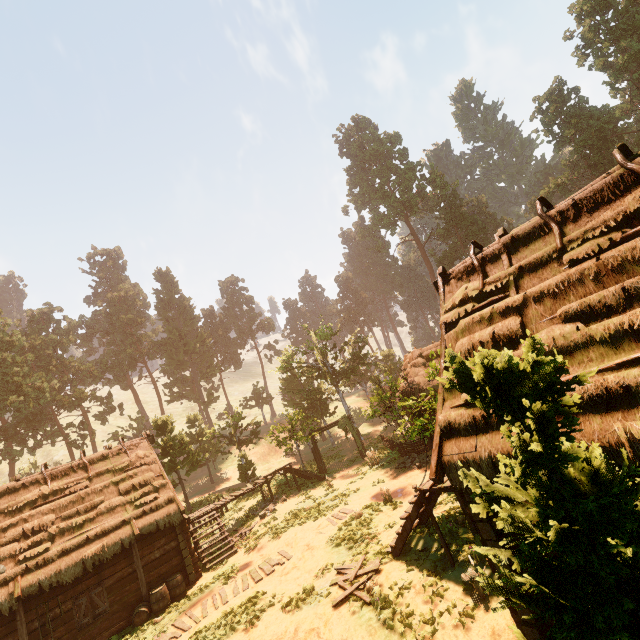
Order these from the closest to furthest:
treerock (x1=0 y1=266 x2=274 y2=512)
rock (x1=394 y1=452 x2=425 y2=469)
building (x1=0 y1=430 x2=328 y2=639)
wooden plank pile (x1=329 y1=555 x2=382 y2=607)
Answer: wooden plank pile (x1=329 y1=555 x2=382 y2=607) < building (x1=0 y1=430 x2=328 y2=639) < rock (x1=394 y1=452 x2=425 y2=469) < treerock (x1=0 y1=266 x2=274 y2=512)

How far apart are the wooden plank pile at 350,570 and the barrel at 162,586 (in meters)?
8.26

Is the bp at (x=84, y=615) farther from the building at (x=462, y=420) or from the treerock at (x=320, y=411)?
the treerock at (x=320, y=411)

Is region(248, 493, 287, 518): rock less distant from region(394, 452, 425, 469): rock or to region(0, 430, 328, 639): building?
region(0, 430, 328, 639): building

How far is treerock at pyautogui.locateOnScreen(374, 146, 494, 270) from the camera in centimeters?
5441cm

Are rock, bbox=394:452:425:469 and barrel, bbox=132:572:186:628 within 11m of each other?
no

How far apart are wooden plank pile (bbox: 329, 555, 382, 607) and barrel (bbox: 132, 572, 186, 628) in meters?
8.3 m

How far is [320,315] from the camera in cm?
3775
